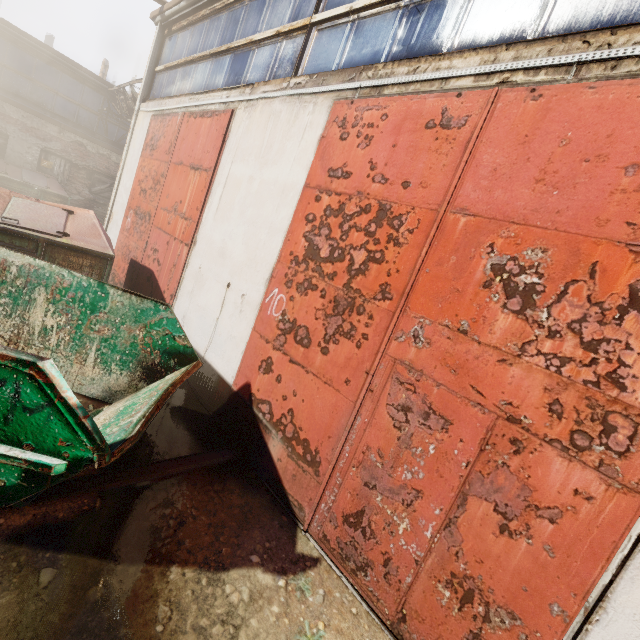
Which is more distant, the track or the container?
the track

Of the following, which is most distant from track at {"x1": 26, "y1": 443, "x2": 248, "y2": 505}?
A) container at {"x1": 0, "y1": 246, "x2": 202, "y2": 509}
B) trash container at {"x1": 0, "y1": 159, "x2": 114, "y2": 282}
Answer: trash container at {"x1": 0, "y1": 159, "x2": 114, "y2": 282}

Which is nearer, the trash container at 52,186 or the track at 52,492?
the track at 52,492

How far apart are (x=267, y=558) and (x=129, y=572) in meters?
1.1

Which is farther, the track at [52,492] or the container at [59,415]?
the track at [52,492]

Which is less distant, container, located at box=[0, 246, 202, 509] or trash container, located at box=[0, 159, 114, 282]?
container, located at box=[0, 246, 202, 509]

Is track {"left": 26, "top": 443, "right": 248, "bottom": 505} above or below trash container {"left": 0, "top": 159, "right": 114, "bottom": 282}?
below

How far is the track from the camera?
2.6m
